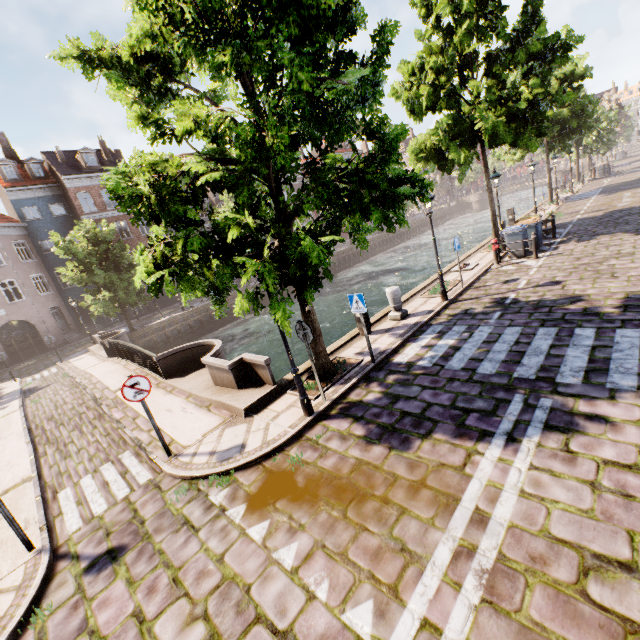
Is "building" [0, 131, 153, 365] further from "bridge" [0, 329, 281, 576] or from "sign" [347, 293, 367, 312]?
"sign" [347, 293, 367, 312]

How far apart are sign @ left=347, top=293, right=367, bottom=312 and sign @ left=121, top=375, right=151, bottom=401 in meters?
4.8 m

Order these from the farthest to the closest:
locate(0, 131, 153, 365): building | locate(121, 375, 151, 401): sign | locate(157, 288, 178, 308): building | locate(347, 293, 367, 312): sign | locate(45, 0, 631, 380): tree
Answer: locate(157, 288, 178, 308): building
locate(0, 131, 153, 365): building
locate(347, 293, 367, 312): sign
locate(121, 375, 151, 401): sign
locate(45, 0, 631, 380): tree

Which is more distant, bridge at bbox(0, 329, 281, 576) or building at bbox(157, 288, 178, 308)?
building at bbox(157, 288, 178, 308)

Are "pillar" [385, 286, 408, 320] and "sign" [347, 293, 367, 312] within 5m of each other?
yes

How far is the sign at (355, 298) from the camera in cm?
768

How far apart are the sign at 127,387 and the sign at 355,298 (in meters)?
4.77

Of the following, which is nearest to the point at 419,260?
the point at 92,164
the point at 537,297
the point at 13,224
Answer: the point at 537,297
